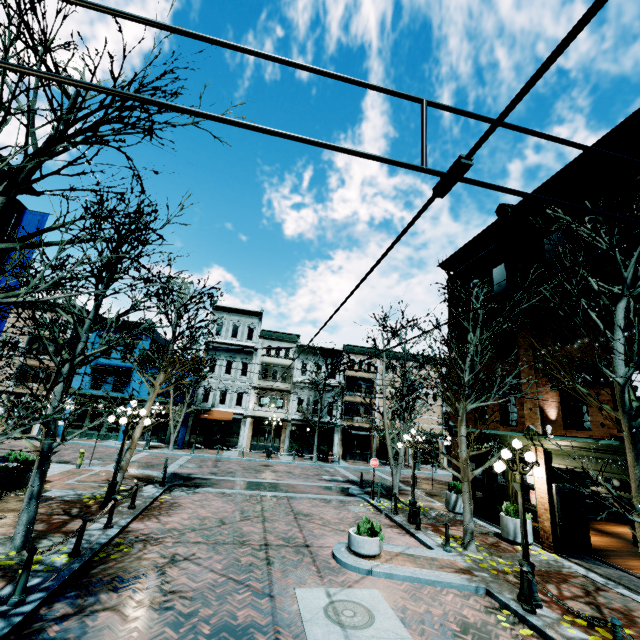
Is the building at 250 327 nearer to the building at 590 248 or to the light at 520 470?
the building at 590 248

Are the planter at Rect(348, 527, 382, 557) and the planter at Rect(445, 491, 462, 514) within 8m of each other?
yes

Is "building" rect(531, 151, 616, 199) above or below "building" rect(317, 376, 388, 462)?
above

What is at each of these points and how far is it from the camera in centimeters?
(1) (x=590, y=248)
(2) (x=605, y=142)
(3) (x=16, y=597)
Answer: (1) building, 1173cm
(2) building, 1113cm
(3) chain link post, 577cm

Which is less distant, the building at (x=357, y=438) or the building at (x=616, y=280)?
the building at (x=616, y=280)

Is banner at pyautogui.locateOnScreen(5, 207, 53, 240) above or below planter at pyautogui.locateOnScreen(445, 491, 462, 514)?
above

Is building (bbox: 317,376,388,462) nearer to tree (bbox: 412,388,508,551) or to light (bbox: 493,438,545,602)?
tree (bbox: 412,388,508,551)

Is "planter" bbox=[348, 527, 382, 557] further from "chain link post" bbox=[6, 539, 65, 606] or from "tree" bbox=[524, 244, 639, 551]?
"chain link post" bbox=[6, 539, 65, 606]
